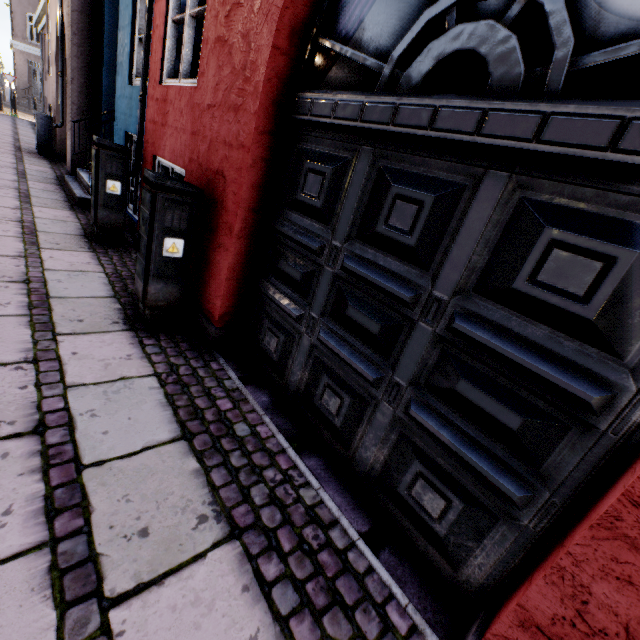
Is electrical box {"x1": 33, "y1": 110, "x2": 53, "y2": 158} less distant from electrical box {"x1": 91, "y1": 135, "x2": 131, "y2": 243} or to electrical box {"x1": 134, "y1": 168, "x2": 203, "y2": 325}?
electrical box {"x1": 91, "y1": 135, "x2": 131, "y2": 243}

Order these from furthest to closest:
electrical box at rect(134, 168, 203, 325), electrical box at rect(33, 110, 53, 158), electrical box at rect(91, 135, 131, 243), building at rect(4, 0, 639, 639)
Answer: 1. electrical box at rect(33, 110, 53, 158)
2. electrical box at rect(91, 135, 131, 243)
3. electrical box at rect(134, 168, 203, 325)
4. building at rect(4, 0, 639, 639)

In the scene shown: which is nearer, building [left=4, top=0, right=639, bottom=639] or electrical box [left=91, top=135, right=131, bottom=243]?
building [left=4, top=0, right=639, bottom=639]

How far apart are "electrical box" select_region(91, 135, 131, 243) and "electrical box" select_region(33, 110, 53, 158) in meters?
7.2

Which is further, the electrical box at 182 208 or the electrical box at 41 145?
the electrical box at 41 145

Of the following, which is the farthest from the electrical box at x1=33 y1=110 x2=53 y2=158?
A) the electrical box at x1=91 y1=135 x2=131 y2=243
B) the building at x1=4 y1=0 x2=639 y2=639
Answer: the electrical box at x1=91 y1=135 x2=131 y2=243

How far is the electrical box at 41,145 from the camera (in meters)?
8.68

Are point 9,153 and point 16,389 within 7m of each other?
no
